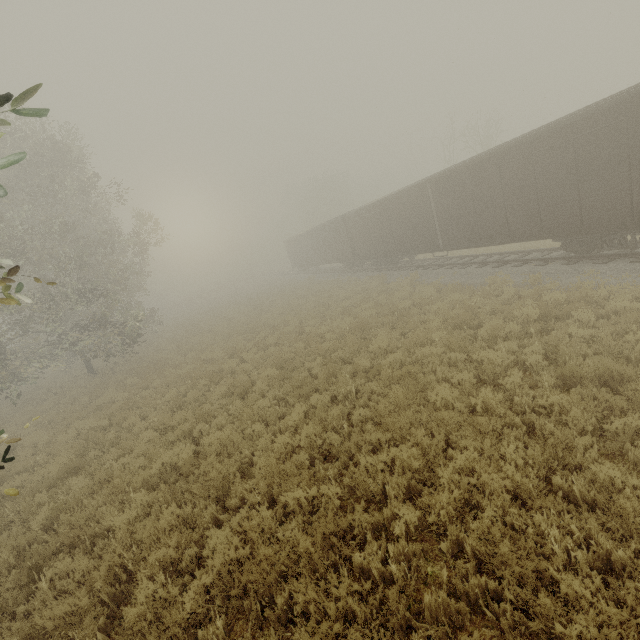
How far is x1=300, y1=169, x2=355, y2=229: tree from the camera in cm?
4981

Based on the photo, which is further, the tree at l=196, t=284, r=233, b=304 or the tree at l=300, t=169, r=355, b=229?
the tree at l=196, t=284, r=233, b=304

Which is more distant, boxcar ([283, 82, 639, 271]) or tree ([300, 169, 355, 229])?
tree ([300, 169, 355, 229])

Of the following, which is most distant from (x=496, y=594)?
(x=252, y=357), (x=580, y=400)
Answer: (x=252, y=357)

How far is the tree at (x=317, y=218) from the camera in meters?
49.8 m

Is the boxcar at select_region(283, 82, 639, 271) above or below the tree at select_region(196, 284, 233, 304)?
above

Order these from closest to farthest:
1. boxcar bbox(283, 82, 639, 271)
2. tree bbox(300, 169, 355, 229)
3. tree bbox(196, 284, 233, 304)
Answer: boxcar bbox(283, 82, 639, 271) → tree bbox(300, 169, 355, 229) → tree bbox(196, 284, 233, 304)

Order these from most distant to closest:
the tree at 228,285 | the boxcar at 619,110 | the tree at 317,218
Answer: the tree at 228,285 → the tree at 317,218 → the boxcar at 619,110
